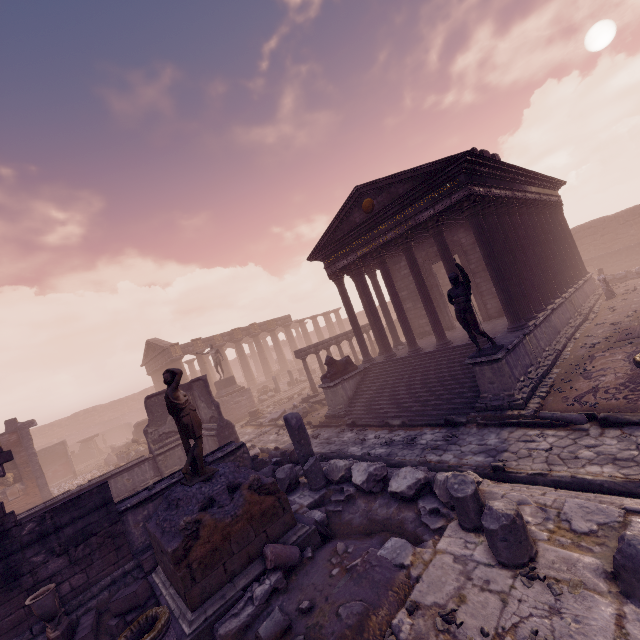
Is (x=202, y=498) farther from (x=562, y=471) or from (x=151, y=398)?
(x=151, y=398)

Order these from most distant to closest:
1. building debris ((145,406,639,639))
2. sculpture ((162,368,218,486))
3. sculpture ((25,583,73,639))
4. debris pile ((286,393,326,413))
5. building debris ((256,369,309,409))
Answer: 1. building debris ((256,369,309,409))
2. debris pile ((286,393,326,413))
3. sculpture ((162,368,218,486))
4. sculpture ((25,583,73,639))
5. building debris ((145,406,639,639))

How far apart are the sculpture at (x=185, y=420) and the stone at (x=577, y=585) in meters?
5.0 m

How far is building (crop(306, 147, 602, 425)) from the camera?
10.33m

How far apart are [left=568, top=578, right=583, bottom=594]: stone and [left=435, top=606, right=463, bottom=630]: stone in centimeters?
79cm

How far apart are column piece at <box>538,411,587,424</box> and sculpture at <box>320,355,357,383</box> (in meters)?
7.98

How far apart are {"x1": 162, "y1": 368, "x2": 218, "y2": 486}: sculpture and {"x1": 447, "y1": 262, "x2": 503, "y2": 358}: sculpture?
7.2 meters

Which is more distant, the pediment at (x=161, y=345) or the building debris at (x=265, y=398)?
the pediment at (x=161, y=345)
